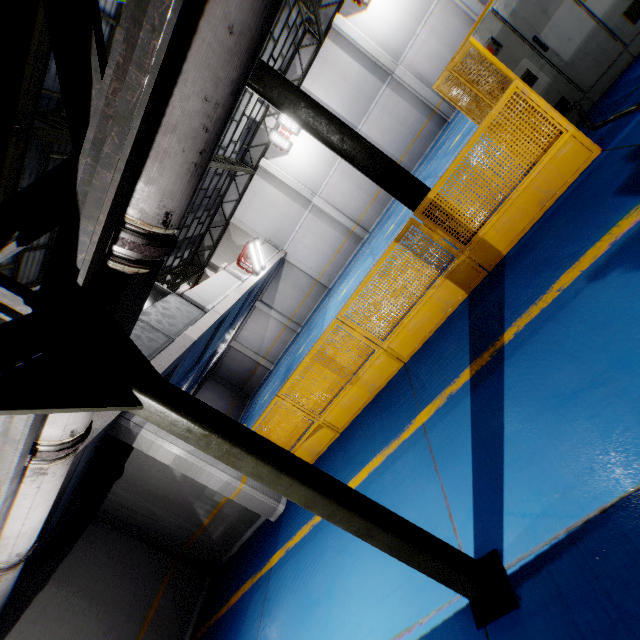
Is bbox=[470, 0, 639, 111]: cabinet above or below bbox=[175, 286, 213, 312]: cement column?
below

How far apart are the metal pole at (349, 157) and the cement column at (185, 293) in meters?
6.6 m

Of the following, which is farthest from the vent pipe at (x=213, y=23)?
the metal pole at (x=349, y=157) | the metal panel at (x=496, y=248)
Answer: the metal pole at (x=349, y=157)

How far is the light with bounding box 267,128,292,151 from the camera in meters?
18.0 m

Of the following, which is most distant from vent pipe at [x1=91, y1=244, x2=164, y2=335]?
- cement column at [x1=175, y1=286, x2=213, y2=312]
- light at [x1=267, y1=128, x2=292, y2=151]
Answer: light at [x1=267, y1=128, x2=292, y2=151]

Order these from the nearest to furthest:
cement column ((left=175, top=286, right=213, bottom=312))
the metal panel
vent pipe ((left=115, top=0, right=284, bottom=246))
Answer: vent pipe ((left=115, top=0, right=284, bottom=246)), the metal panel, cement column ((left=175, top=286, right=213, bottom=312))

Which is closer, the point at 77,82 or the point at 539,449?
the point at 77,82

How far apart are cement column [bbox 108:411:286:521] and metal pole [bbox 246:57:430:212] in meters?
6.0 m
